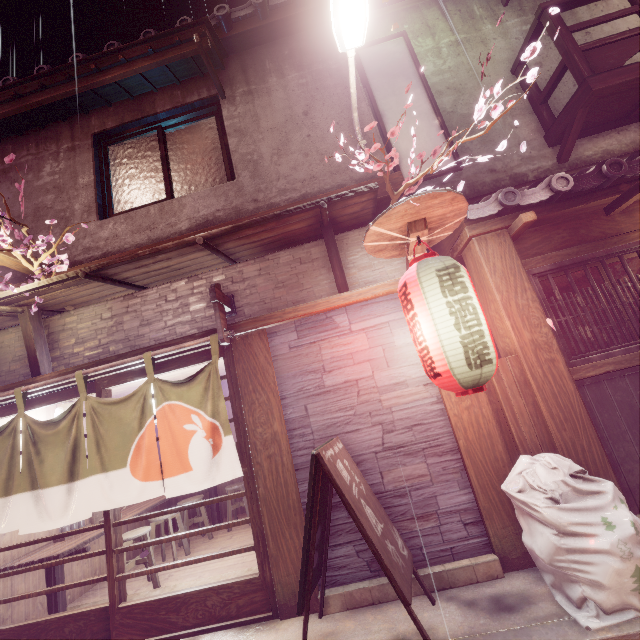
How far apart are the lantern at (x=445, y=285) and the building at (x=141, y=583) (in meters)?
6.10

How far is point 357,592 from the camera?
5.4m

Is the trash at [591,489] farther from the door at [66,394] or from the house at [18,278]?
the house at [18,278]

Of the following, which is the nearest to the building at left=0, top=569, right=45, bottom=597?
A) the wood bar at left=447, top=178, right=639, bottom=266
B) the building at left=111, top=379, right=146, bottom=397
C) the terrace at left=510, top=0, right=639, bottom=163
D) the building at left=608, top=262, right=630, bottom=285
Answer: the building at left=111, top=379, right=146, bottom=397

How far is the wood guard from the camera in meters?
4.7

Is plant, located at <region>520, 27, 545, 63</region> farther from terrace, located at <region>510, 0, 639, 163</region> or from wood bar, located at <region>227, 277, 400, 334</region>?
terrace, located at <region>510, 0, 639, 163</region>

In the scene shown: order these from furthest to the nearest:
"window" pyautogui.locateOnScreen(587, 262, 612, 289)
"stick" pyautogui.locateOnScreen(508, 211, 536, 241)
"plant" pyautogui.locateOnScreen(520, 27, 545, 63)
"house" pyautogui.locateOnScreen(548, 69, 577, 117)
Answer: "house" pyautogui.locateOnScreen(548, 69, 577, 117)
"window" pyautogui.locateOnScreen(587, 262, 612, 289)
"stick" pyautogui.locateOnScreen(508, 211, 536, 241)
"plant" pyautogui.locateOnScreen(520, 27, 545, 63)

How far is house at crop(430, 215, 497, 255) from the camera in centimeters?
681cm
